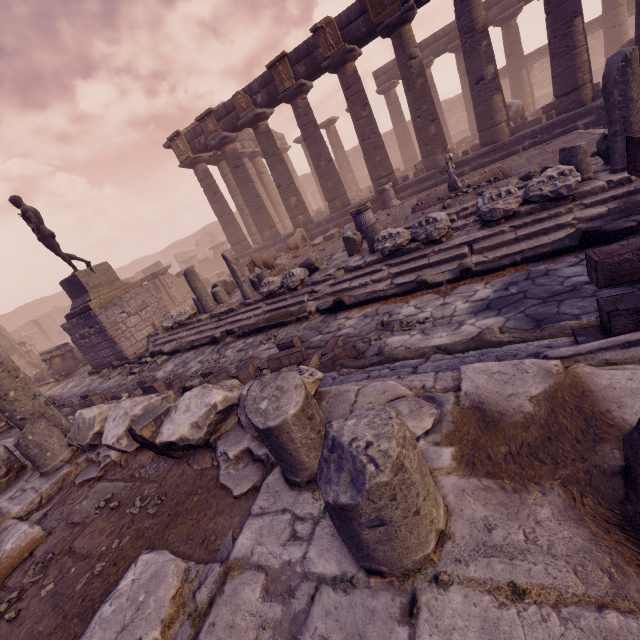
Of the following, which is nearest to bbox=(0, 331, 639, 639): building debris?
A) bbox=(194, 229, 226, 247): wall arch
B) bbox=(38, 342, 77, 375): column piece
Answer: bbox=(38, 342, 77, 375): column piece

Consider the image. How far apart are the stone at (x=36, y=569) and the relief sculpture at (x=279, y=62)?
15.8 meters

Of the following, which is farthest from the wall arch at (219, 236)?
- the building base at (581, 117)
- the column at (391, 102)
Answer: the column at (391, 102)

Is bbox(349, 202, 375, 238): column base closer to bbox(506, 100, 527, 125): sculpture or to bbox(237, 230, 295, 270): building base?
bbox(237, 230, 295, 270): building base

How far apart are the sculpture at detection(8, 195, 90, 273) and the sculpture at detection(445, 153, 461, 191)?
12.4 meters

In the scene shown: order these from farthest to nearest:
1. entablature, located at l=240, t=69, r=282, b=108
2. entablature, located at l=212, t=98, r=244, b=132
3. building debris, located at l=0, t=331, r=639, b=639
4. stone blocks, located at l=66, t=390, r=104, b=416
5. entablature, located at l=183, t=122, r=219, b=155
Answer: entablature, located at l=183, t=122, r=219, b=155 < entablature, located at l=212, t=98, r=244, b=132 < entablature, located at l=240, t=69, r=282, b=108 < stone blocks, located at l=66, t=390, r=104, b=416 < building debris, located at l=0, t=331, r=639, b=639

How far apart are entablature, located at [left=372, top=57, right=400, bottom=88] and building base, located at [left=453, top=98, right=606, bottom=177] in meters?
5.3

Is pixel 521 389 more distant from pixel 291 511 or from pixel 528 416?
pixel 291 511
